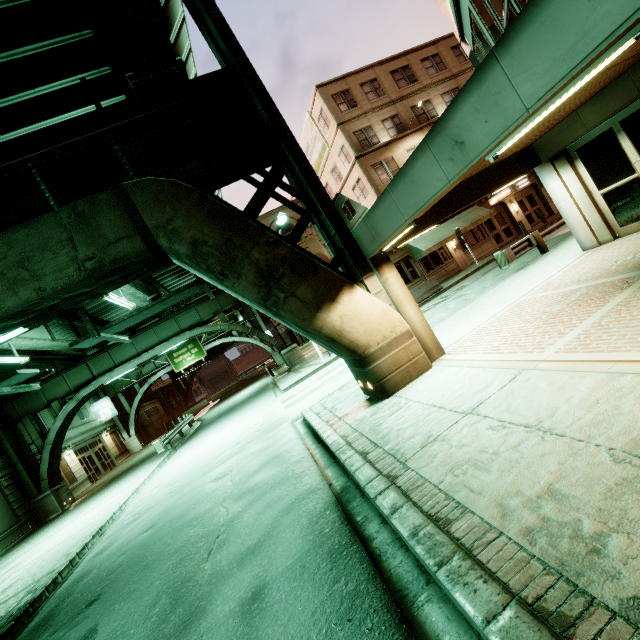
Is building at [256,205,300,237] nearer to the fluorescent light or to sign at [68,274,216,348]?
sign at [68,274,216,348]

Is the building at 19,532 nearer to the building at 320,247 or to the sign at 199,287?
the sign at 199,287

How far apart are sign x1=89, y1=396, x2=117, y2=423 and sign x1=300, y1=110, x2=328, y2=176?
31.9m

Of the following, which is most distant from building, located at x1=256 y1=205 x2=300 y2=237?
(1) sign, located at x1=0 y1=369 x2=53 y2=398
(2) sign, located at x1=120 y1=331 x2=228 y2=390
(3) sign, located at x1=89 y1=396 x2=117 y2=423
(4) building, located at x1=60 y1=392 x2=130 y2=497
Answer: (4) building, located at x1=60 y1=392 x2=130 y2=497

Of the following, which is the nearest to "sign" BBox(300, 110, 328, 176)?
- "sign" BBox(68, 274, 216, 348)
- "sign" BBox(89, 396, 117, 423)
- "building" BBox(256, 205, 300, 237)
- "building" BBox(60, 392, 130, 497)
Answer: "building" BBox(256, 205, 300, 237)

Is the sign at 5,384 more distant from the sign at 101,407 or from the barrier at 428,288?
the sign at 101,407

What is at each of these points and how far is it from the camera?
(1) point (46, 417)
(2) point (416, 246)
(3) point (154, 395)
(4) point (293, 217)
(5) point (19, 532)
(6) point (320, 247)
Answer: (1) building, 27.5m
(2) awning, 23.7m
(3) building, 55.0m
(4) building, 30.3m
(5) building, 19.8m
(6) building, 30.5m

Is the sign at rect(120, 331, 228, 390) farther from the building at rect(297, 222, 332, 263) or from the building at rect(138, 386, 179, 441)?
the building at rect(138, 386, 179, 441)
